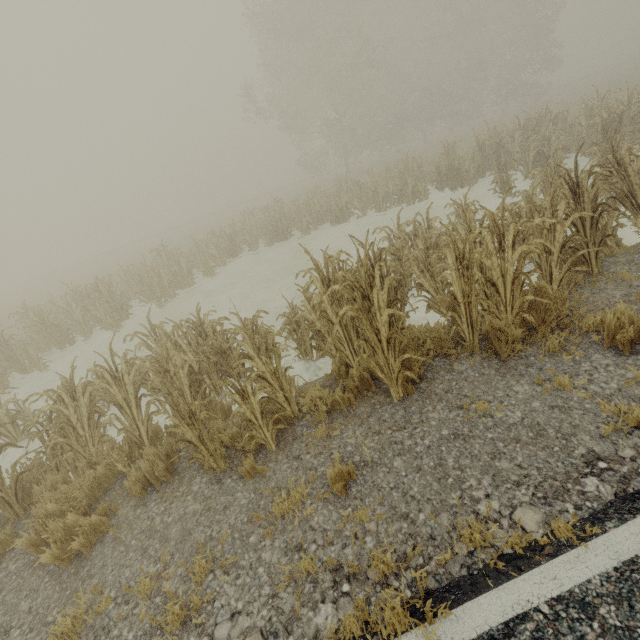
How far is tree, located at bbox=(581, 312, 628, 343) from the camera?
3.64m

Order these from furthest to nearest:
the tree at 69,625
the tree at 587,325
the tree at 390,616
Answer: the tree at 587,325, the tree at 69,625, the tree at 390,616

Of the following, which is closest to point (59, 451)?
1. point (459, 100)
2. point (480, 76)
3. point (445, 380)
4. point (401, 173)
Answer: point (445, 380)

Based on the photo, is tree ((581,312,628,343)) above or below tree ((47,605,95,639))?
above

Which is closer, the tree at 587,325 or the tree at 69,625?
the tree at 69,625

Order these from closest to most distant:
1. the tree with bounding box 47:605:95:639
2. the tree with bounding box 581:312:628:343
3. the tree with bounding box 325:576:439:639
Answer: the tree with bounding box 325:576:439:639 < the tree with bounding box 47:605:95:639 < the tree with bounding box 581:312:628:343
